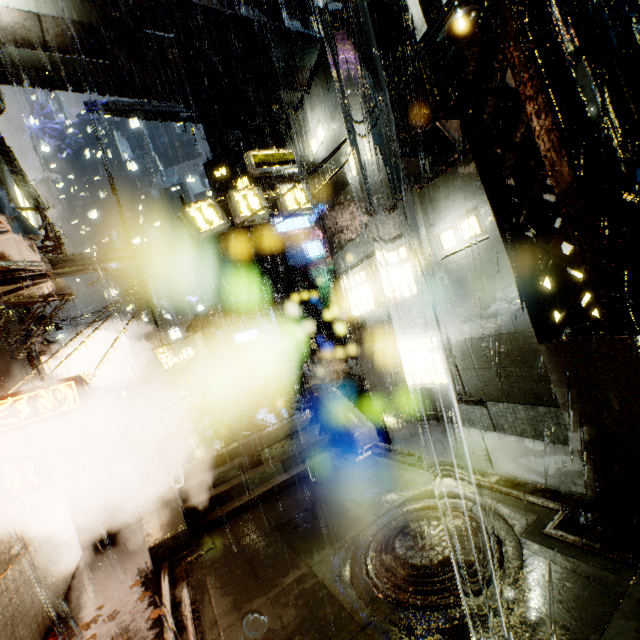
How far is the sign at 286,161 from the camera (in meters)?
13.70

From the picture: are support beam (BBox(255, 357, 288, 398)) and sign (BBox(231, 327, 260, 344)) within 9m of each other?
no

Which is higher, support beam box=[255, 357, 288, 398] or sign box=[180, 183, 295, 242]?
sign box=[180, 183, 295, 242]

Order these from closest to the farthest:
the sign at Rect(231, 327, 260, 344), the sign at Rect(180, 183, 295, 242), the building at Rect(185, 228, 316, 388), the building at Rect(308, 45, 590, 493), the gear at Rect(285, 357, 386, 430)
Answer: the building at Rect(308, 45, 590, 493) → the sign at Rect(180, 183, 295, 242) → the gear at Rect(285, 357, 386, 430) → the building at Rect(185, 228, 316, 388) → the sign at Rect(231, 327, 260, 344)

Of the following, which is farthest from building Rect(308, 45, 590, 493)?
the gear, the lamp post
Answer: the lamp post

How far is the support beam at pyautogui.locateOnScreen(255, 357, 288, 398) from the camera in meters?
18.1 m

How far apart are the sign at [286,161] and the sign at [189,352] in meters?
21.0 m

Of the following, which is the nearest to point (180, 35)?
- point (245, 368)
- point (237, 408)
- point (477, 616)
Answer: point (237, 408)
